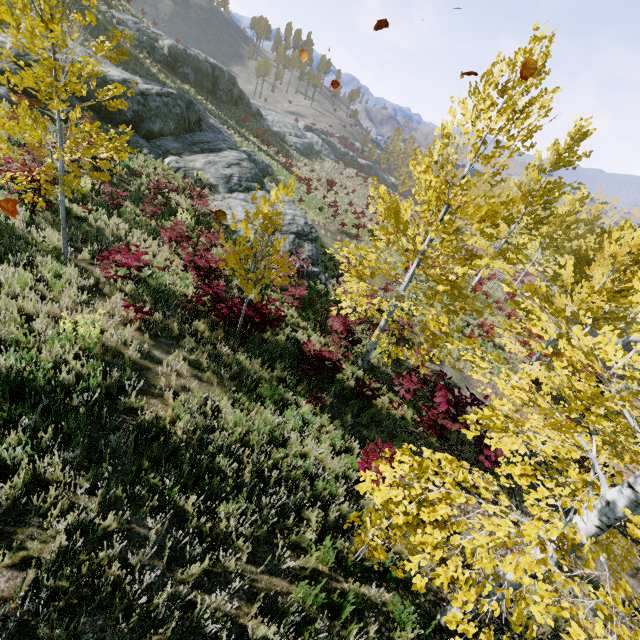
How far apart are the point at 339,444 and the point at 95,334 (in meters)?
5.24

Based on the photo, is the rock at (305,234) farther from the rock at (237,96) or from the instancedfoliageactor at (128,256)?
the rock at (237,96)

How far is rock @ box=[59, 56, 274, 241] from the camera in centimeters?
1653cm

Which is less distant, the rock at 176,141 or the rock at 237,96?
the rock at 176,141

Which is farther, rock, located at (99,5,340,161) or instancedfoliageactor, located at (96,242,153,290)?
rock, located at (99,5,340,161)

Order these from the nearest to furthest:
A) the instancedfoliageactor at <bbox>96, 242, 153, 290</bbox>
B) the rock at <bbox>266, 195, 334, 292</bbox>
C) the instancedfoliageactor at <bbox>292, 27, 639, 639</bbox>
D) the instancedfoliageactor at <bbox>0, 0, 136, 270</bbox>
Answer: the instancedfoliageactor at <bbox>292, 27, 639, 639</bbox> < the instancedfoliageactor at <bbox>0, 0, 136, 270</bbox> < the instancedfoliageactor at <bbox>96, 242, 153, 290</bbox> < the rock at <bbox>266, 195, 334, 292</bbox>

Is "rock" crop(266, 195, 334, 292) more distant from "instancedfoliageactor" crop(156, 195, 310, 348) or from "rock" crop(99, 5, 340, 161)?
"rock" crop(99, 5, 340, 161)

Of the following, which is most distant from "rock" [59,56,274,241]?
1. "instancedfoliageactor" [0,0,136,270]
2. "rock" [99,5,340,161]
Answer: "rock" [99,5,340,161]
